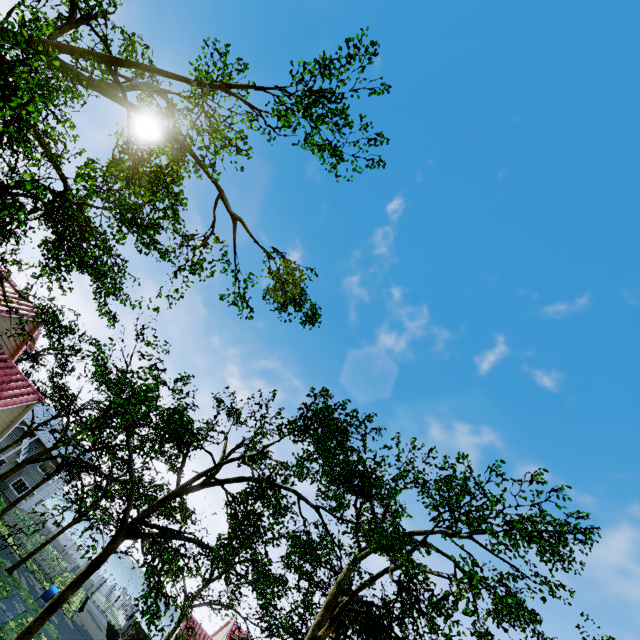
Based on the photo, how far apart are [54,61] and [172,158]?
4.90m
